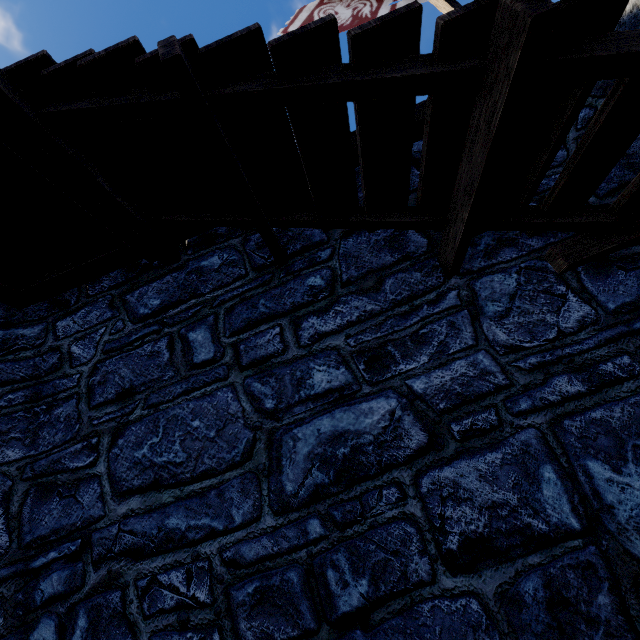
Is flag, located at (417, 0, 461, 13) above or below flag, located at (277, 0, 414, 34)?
below

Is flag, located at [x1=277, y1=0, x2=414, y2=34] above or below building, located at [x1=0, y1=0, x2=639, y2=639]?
above

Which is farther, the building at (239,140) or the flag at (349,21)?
the flag at (349,21)

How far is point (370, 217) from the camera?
2.4m

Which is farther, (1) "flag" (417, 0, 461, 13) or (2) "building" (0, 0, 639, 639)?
(1) "flag" (417, 0, 461, 13)
